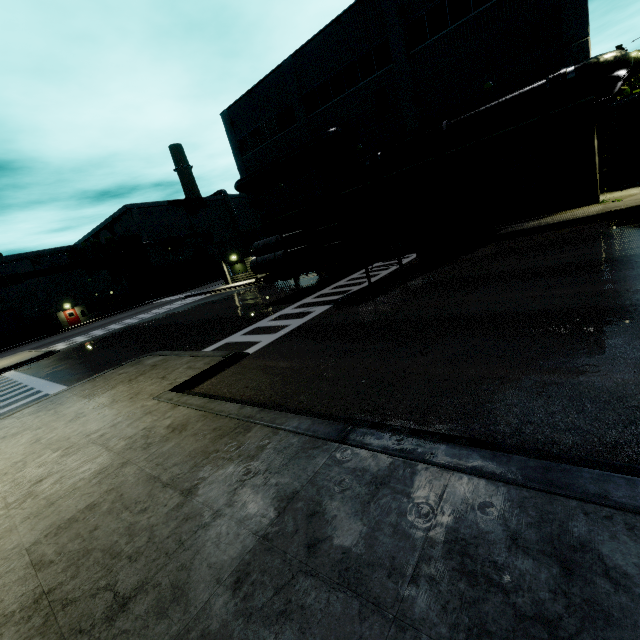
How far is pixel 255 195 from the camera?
29.9 meters

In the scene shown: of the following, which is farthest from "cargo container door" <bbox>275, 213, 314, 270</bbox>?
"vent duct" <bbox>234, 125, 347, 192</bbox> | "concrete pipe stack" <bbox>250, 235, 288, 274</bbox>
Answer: "vent duct" <bbox>234, 125, 347, 192</bbox>

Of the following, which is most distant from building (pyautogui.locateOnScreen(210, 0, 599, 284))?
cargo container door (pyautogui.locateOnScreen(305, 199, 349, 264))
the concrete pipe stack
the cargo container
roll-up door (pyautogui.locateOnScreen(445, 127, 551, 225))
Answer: the concrete pipe stack

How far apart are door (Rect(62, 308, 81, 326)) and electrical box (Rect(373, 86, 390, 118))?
47.6m

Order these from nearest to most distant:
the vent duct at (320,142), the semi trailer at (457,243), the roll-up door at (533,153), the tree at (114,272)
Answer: the semi trailer at (457,243) < the roll-up door at (533,153) < the vent duct at (320,142) < the tree at (114,272)

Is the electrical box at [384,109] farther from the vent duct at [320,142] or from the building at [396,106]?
the vent duct at [320,142]

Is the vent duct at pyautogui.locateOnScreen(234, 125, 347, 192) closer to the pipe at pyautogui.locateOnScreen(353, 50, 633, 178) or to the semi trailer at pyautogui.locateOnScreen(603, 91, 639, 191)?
the pipe at pyautogui.locateOnScreen(353, 50, 633, 178)

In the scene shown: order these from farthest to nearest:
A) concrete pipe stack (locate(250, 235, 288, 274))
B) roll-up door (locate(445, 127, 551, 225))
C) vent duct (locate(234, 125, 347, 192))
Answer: vent duct (locate(234, 125, 347, 192)) → roll-up door (locate(445, 127, 551, 225)) → concrete pipe stack (locate(250, 235, 288, 274))
